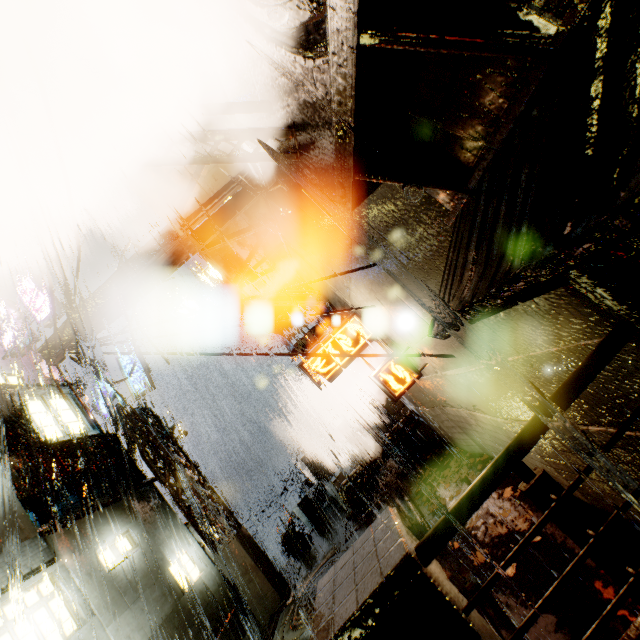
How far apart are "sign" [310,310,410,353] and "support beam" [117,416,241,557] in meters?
9.3

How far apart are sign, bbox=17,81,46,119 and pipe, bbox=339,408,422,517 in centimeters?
1670cm

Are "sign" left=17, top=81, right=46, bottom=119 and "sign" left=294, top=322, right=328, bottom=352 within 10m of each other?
no

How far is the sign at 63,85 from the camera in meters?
10.4 m

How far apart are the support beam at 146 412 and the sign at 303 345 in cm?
695

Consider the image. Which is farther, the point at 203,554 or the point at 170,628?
the point at 203,554

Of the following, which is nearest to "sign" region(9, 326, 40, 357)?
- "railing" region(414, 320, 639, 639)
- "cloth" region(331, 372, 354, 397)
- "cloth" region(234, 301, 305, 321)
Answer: "cloth" region(234, 301, 305, 321)

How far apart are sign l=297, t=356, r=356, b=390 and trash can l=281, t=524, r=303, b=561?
11.64m
